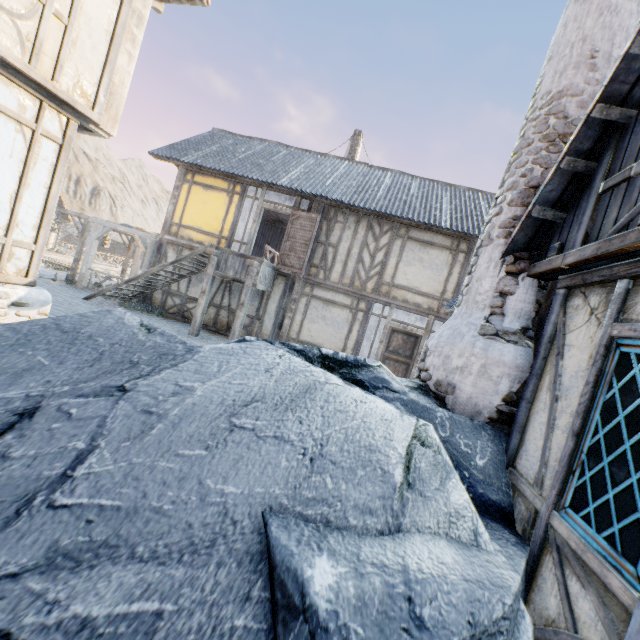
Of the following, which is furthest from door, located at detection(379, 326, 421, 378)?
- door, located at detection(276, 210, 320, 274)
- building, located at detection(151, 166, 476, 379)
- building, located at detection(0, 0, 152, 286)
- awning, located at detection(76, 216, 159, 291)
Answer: awning, located at detection(76, 216, 159, 291)

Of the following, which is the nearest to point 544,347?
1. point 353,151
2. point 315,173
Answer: point 315,173

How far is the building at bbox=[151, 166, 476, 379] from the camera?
11.3m

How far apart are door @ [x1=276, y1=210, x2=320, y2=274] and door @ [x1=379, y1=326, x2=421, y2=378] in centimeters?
360cm

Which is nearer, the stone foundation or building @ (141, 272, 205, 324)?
the stone foundation

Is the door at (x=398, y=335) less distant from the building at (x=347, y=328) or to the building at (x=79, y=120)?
the building at (x=347, y=328)

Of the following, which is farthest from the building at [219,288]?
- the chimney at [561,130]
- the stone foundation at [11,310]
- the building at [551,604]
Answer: the building at [551,604]

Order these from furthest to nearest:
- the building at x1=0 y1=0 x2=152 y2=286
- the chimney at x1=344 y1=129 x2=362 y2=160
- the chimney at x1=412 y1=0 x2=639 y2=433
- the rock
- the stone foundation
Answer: the chimney at x1=344 y1=129 x2=362 y2=160 → the stone foundation → the building at x1=0 y1=0 x2=152 y2=286 → the chimney at x1=412 y1=0 x2=639 y2=433 → the rock
